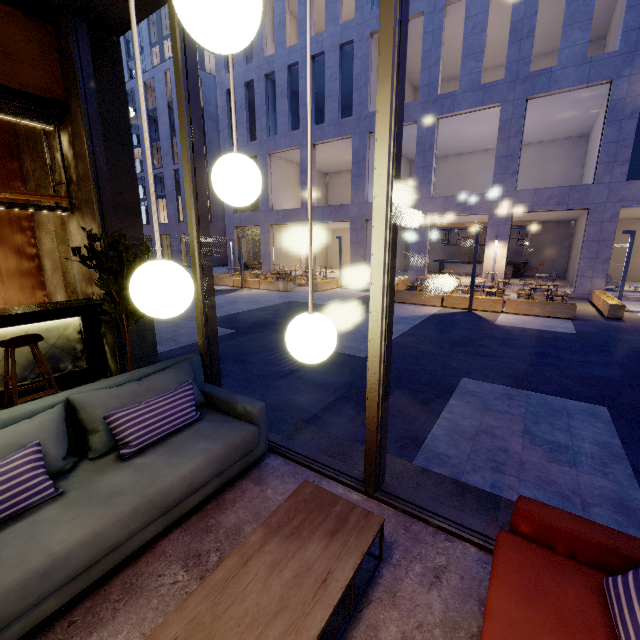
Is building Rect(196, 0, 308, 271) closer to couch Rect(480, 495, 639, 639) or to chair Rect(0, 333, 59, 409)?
couch Rect(480, 495, 639, 639)

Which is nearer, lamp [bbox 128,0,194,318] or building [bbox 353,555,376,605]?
lamp [bbox 128,0,194,318]

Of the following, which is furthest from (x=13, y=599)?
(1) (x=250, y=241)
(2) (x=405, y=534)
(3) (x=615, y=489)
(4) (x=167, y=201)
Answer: (1) (x=250, y=241)

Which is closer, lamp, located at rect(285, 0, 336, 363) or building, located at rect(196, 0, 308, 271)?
lamp, located at rect(285, 0, 336, 363)

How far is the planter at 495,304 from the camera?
11.5m

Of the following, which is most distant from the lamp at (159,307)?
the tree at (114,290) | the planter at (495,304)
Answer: the planter at (495,304)

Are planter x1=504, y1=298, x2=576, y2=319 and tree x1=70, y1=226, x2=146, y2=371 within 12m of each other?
yes

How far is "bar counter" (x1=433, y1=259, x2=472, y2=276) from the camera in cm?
2277
